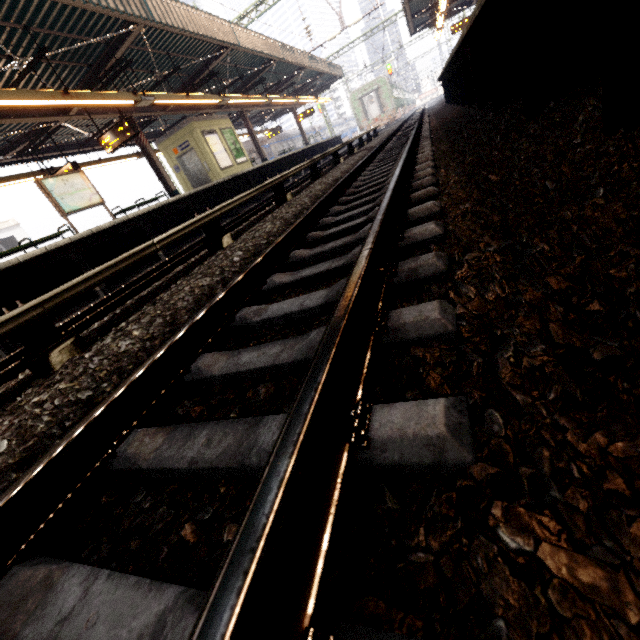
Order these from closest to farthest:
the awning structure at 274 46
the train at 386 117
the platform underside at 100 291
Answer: the platform underside at 100 291
the awning structure at 274 46
the train at 386 117

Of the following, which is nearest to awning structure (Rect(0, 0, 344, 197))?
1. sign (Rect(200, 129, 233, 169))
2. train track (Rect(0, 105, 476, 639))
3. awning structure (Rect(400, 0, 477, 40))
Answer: sign (Rect(200, 129, 233, 169))

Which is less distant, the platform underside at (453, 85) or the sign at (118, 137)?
the platform underside at (453, 85)

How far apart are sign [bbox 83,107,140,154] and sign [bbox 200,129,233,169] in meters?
5.1

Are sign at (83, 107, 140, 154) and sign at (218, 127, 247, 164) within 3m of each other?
no

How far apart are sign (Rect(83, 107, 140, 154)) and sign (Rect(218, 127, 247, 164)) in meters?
6.7

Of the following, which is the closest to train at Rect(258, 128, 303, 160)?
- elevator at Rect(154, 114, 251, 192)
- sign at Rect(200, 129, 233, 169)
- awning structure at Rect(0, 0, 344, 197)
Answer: awning structure at Rect(0, 0, 344, 197)

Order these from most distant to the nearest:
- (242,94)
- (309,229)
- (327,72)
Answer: (327,72), (242,94), (309,229)
